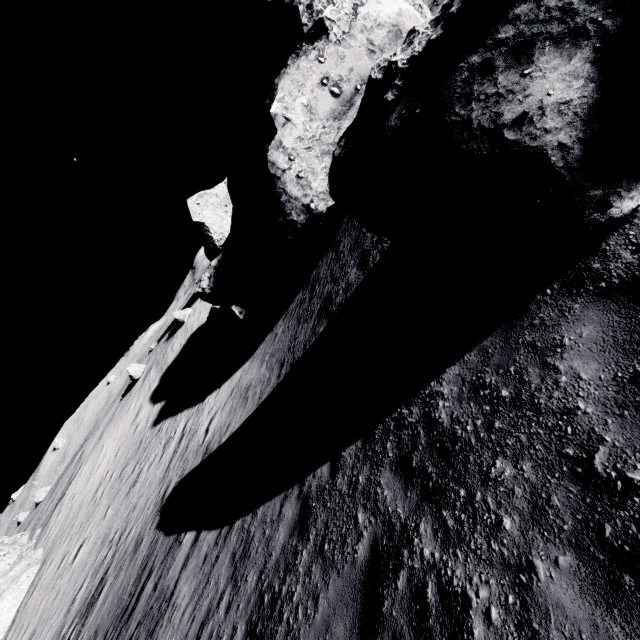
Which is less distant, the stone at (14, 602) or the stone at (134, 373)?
the stone at (14, 602)

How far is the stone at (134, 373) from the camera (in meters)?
37.47

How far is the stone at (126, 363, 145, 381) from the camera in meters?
37.5

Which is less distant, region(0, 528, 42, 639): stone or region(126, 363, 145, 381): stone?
region(0, 528, 42, 639): stone

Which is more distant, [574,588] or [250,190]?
[250,190]
